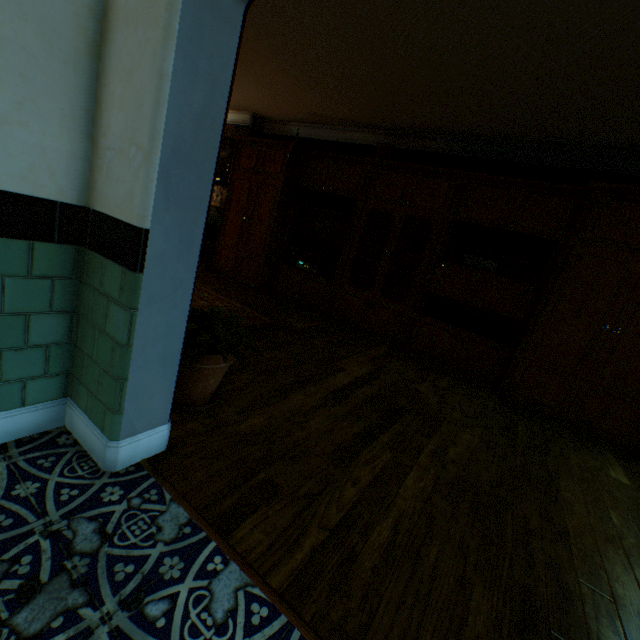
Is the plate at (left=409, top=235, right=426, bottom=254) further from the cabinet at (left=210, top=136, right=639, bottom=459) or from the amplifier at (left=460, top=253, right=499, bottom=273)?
the amplifier at (left=460, top=253, right=499, bottom=273)

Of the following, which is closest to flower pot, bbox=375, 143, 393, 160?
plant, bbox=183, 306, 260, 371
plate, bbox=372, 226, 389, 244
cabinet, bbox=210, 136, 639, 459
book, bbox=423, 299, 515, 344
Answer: cabinet, bbox=210, 136, 639, 459

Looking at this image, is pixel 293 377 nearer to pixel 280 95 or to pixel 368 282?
pixel 368 282

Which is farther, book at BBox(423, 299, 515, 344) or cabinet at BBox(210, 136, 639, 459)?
book at BBox(423, 299, 515, 344)

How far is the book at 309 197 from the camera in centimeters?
526cm

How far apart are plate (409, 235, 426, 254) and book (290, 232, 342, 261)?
1.14m

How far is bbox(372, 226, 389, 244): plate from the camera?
5.2m

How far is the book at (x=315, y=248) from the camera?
5.5 meters
